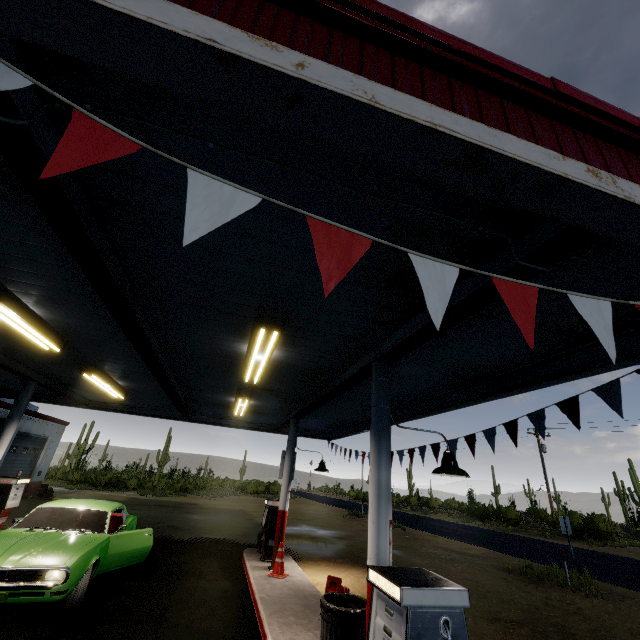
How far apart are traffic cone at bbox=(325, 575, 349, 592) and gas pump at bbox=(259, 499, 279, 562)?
2.2m

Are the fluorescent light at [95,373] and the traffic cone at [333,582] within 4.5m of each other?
no

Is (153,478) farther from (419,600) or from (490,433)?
(419,600)

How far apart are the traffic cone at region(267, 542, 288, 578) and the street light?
5.8 meters

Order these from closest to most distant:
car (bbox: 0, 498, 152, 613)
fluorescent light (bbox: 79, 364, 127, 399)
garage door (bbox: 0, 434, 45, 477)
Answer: car (bbox: 0, 498, 152, 613), fluorescent light (bbox: 79, 364, 127, 399), garage door (bbox: 0, 434, 45, 477)

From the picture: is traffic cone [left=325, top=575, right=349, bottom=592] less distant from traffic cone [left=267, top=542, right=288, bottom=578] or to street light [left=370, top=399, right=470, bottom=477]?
traffic cone [left=267, top=542, right=288, bottom=578]

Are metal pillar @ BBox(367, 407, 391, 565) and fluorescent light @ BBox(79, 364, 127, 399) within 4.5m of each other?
no

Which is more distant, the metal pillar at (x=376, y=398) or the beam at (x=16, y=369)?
the beam at (x=16, y=369)
